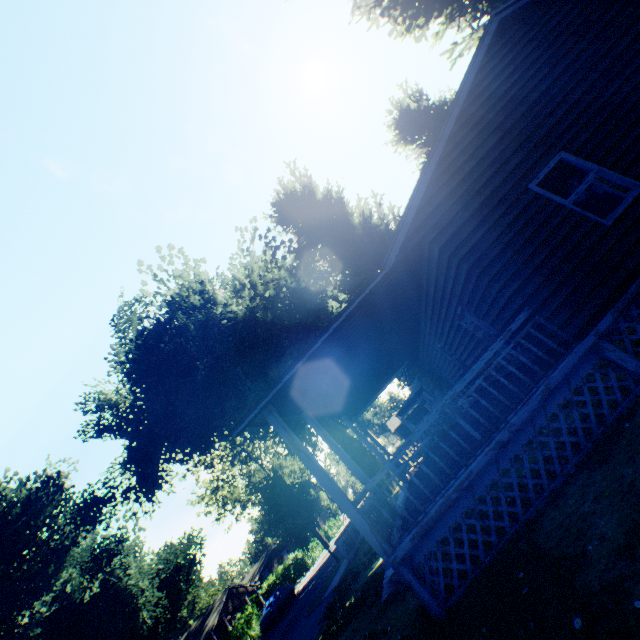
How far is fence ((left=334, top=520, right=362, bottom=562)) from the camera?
17.1 meters

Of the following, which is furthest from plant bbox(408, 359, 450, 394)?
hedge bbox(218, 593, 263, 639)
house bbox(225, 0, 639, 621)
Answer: hedge bbox(218, 593, 263, 639)

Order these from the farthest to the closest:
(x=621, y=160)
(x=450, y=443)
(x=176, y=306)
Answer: (x=176, y=306) → (x=450, y=443) → (x=621, y=160)

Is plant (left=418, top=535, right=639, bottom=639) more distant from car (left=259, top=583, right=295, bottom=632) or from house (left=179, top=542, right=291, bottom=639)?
car (left=259, top=583, right=295, bottom=632)

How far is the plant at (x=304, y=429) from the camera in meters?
34.9

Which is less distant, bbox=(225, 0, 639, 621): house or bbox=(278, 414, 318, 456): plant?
bbox=(225, 0, 639, 621): house

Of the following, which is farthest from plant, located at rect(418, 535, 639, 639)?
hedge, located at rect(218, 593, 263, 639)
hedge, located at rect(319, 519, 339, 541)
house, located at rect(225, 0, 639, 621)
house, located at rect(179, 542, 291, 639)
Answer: hedge, located at rect(319, 519, 339, 541)

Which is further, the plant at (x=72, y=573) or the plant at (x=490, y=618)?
the plant at (x=72, y=573)
